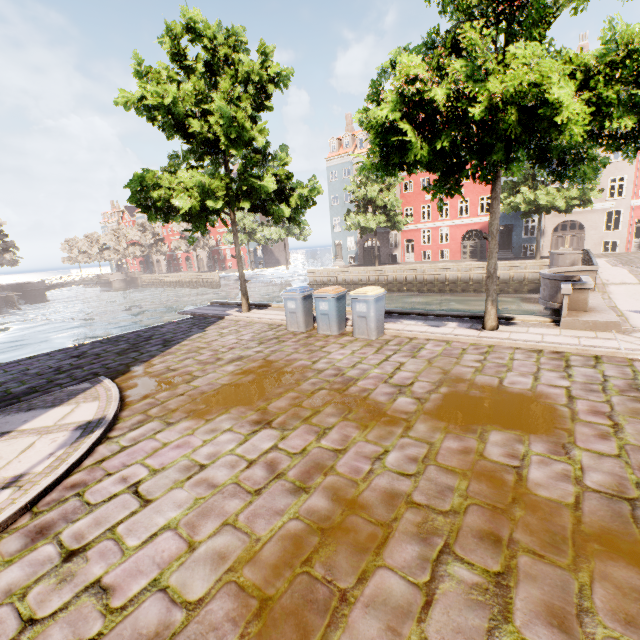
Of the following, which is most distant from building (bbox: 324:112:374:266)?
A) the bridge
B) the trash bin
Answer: the bridge

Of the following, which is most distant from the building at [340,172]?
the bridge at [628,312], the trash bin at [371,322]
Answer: the bridge at [628,312]

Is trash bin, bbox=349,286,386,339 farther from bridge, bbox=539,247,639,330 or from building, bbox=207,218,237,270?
building, bbox=207,218,237,270

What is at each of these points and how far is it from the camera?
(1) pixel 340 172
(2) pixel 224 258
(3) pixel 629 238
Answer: (1) building, 41.2 meters
(2) building, 59.2 meters
(3) building, 27.1 meters

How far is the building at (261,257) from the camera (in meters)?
53.47

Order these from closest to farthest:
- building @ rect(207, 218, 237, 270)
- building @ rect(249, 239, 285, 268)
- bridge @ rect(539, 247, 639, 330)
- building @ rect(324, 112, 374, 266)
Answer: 1. bridge @ rect(539, 247, 639, 330)
2. building @ rect(324, 112, 374, 266)
3. building @ rect(249, 239, 285, 268)
4. building @ rect(207, 218, 237, 270)
